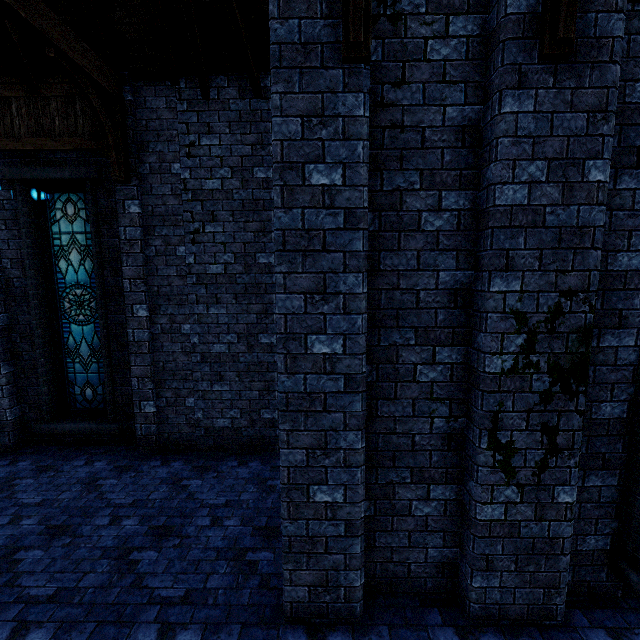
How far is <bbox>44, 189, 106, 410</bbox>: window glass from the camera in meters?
6.5

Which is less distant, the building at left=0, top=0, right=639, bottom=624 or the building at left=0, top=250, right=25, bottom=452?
the building at left=0, top=0, right=639, bottom=624

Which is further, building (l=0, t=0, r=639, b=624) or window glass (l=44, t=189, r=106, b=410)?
window glass (l=44, t=189, r=106, b=410)

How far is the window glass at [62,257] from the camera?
6.5m

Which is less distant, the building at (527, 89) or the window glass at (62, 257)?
the building at (527, 89)

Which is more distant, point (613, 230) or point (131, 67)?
point (131, 67)
